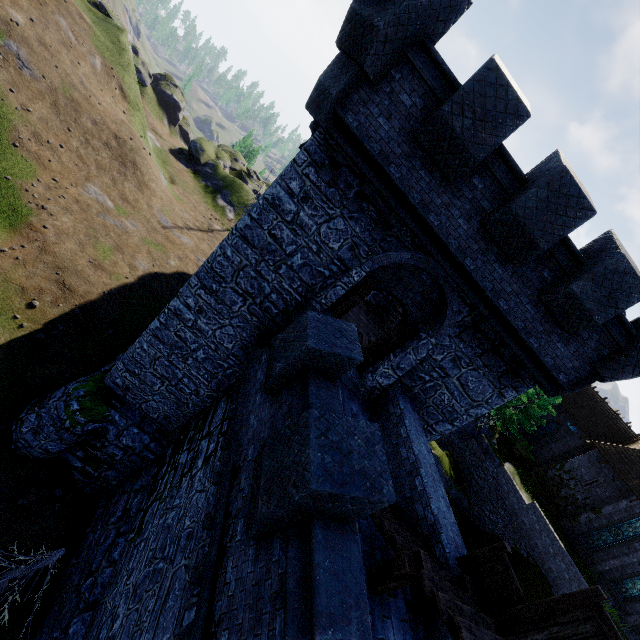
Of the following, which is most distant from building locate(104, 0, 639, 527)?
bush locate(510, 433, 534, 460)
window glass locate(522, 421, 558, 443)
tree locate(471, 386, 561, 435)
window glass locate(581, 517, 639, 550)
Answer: window glass locate(581, 517, 639, 550)

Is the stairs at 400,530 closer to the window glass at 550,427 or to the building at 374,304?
the building at 374,304

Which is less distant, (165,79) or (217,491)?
(217,491)

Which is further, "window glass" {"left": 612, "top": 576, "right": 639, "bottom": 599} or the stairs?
"window glass" {"left": 612, "top": 576, "right": 639, "bottom": 599}

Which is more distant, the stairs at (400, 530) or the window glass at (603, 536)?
the window glass at (603, 536)

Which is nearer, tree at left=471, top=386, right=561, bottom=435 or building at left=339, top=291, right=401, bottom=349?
building at left=339, top=291, right=401, bottom=349

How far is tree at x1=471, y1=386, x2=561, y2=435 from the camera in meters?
27.5 m

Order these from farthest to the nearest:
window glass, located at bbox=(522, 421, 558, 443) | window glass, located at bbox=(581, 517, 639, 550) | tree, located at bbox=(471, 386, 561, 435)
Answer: window glass, located at bbox=(522, 421, 558, 443) < tree, located at bbox=(471, 386, 561, 435) < window glass, located at bbox=(581, 517, 639, 550)
